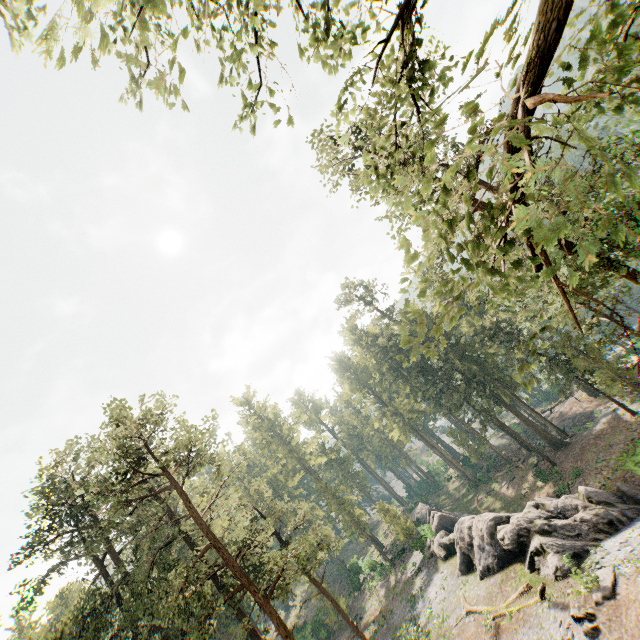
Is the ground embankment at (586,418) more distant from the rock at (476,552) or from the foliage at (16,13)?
the rock at (476,552)

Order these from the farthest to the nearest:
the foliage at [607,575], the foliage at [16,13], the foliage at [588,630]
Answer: the foliage at [607,575], the foliage at [588,630], the foliage at [16,13]

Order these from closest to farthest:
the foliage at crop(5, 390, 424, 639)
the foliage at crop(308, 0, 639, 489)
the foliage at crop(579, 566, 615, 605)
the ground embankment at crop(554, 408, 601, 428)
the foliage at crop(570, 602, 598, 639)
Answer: the foliage at crop(308, 0, 639, 489) < the foliage at crop(570, 602, 598, 639) < the foliage at crop(579, 566, 615, 605) < the foliage at crop(5, 390, 424, 639) < the ground embankment at crop(554, 408, 601, 428)

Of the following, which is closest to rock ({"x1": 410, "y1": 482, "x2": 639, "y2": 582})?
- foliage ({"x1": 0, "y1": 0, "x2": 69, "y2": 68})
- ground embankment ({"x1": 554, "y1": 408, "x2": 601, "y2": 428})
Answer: foliage ({"x1": 0, "y1": 0, "x2": 69, "y2": 68})

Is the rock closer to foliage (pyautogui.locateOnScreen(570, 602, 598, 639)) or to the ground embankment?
foliage (pyautogui.locateOnScreen(570, 602, 598, 639))

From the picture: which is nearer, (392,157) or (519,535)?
(392,157)

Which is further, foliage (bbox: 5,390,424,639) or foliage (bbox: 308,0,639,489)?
foliage (bbox: 5,390,424,639)

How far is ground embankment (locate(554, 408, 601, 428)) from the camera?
38.9m
